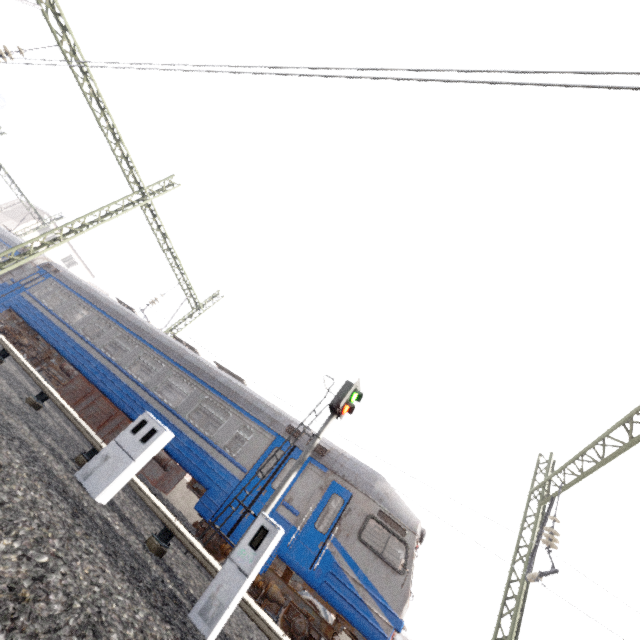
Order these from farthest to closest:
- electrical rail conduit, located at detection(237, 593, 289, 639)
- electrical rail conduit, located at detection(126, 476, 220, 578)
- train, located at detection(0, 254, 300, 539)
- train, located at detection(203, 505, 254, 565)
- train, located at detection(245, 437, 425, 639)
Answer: train, located at detection(0, 254, 300, 539) < train, located at detection(203, 505, 254, 565) < train, located at detection(245, 437, 425, 639) < electrical rail conduit, located at detection(126, 476, 220, 578) < electrical rail conduit, located at detection(237, 593, 289, 639)

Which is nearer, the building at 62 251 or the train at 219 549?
the train at 219 549

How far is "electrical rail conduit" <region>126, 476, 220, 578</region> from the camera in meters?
5.1 m

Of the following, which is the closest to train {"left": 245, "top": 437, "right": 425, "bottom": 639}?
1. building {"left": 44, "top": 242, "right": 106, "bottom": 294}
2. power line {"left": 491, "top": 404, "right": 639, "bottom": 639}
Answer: building {"left": 44, "top": 242, "right": 106, "bottom": 294}

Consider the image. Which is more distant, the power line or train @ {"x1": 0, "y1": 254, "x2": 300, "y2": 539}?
train @ {"x1": 0, "y1": 254, "x2": 300, "y2": 539}

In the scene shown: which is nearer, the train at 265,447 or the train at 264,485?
the train at 264,485

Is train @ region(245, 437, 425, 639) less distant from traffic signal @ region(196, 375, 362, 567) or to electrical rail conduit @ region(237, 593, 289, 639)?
traffic signal @ region(196, 375, 362, 567)

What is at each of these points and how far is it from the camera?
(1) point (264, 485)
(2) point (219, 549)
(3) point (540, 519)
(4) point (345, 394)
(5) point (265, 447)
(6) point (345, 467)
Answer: (1) train, 8.99m
(2) train, 8.34m
(3) power line, 11.73m
(4) traffic signal, 9.55m
(5) train, 9.72m
(6) train, 9.16m
